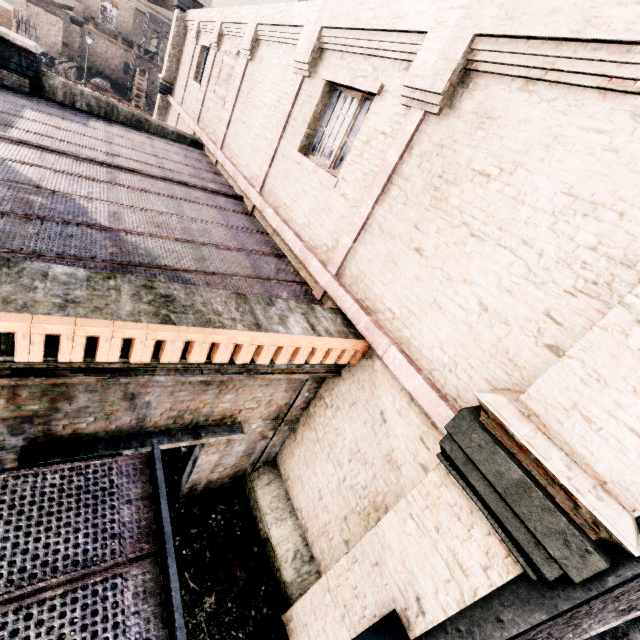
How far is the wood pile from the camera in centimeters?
3559cm

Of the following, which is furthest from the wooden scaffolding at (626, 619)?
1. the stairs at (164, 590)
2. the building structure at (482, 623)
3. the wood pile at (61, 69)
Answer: the wood pile at (61, 69)

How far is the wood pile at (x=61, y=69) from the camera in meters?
35.6 m

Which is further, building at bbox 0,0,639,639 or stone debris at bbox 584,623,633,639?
stone debris at bbox 584,623,633,639

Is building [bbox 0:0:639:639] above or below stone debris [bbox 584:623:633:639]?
above

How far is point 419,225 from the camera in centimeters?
486cm

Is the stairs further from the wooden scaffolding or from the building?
the wooden scaffolding

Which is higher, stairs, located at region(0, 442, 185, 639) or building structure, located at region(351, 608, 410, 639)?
stairs, located at region(0, 442, 185, 639)
